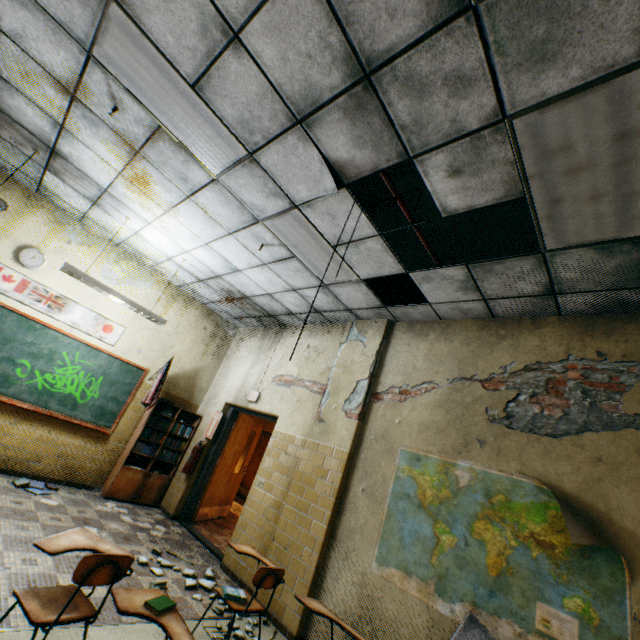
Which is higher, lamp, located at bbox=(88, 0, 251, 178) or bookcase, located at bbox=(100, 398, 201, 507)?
lamp, located at bbox=(88, 0, 251, 178)

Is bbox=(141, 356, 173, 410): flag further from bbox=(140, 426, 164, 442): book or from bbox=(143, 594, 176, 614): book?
bbox=(143, 594, 176, 614): book

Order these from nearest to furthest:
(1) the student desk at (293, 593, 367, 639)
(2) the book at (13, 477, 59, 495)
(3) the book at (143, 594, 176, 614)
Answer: (3) the book at (143, 594, 176, 614)
(1) the student desk at (293, 593, 367, 639)
(2) the book at (13, 477, 59, 495)

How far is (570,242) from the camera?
2.70m

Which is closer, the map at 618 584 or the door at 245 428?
the map at 618 584

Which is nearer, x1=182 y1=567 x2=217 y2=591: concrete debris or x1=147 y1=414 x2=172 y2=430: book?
x1=182 y1=567 x2=217 y2=591: concrete debris

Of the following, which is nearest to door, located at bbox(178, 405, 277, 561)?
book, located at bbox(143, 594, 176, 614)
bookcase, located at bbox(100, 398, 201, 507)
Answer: bookcase, located at bbox(100, 398, 201, 507)

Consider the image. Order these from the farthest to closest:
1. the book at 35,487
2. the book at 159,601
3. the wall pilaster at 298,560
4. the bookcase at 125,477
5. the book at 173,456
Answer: the book at 173,456 < the bookcase at 125,477 < the book at 35,487 < the wall pilaster at 298,560 < the book at 159,601
